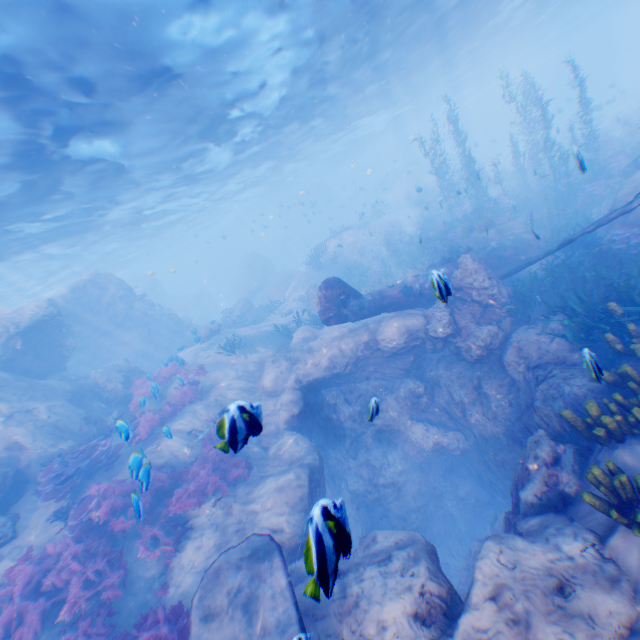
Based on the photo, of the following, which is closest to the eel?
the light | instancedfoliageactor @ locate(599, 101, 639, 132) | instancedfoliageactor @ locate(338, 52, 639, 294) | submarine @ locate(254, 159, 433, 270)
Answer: instancedfoliageactor @ locate(338, 52, 639, 294)

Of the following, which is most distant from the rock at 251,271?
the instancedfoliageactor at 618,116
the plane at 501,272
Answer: the instancedfoliageactor at 618,116

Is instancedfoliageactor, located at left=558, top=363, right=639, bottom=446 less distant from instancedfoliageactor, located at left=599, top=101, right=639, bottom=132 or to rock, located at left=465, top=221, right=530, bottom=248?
rock, located at left=465, top=221, right=530, bottom=248

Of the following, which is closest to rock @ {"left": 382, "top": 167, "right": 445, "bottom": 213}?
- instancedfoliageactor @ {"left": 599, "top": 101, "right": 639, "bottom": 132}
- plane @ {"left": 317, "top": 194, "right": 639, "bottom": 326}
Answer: plane @ {"left": 317, "top": 194, "right": 639, "bottom": 326}

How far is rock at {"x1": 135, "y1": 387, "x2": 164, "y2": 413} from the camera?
9.2 meters

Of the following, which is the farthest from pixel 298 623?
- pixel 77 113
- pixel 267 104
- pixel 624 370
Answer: pixel 267 104

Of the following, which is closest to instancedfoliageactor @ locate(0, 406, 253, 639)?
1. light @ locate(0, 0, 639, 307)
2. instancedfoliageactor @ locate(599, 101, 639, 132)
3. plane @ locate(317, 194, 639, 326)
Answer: plane @ locate(317, 194, 639, 326)

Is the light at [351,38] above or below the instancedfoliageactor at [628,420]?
above
